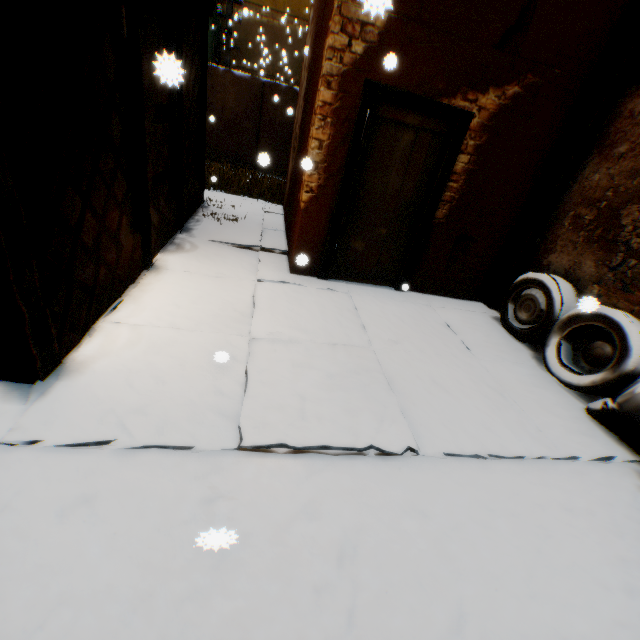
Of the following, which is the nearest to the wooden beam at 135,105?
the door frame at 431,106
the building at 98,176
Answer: the building at 98,176

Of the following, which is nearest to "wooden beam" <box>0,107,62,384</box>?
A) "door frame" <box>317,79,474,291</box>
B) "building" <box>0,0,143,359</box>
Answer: "building" <box>0,0,143,359</box>

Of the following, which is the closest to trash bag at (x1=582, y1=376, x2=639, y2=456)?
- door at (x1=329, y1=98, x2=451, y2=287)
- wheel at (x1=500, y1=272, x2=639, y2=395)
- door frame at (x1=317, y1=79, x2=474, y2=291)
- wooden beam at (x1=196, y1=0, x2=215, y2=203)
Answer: wheel at (x1=500, y1=272, x2=639, y2=395)

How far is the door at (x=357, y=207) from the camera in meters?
4.0

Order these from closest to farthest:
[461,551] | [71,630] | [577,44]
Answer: [71,630] < [461,551] < [577,44]

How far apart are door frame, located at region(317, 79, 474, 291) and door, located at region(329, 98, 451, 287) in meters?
0.0 m
